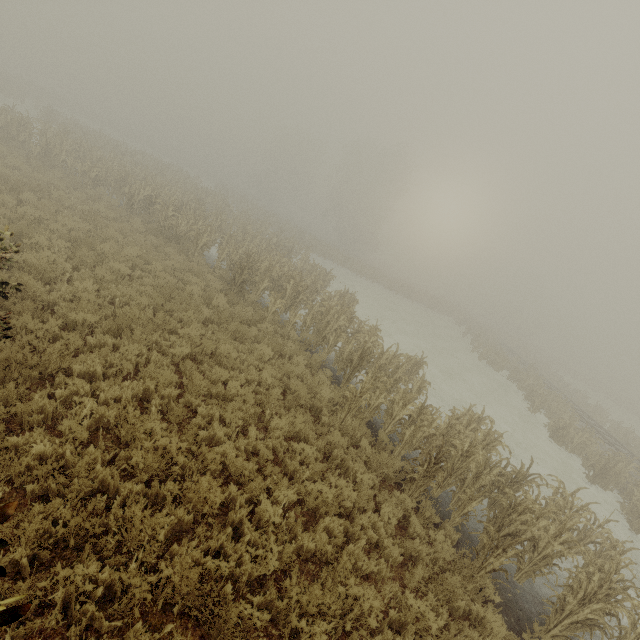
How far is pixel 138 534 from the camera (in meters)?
4.20

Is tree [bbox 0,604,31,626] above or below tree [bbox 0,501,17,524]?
below

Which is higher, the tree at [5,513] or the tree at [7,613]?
the tree at [5,513]

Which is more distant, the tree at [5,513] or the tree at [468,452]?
the tree at [468,452]

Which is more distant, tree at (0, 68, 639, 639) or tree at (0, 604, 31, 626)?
tree at (0, 68, 639, 639)
